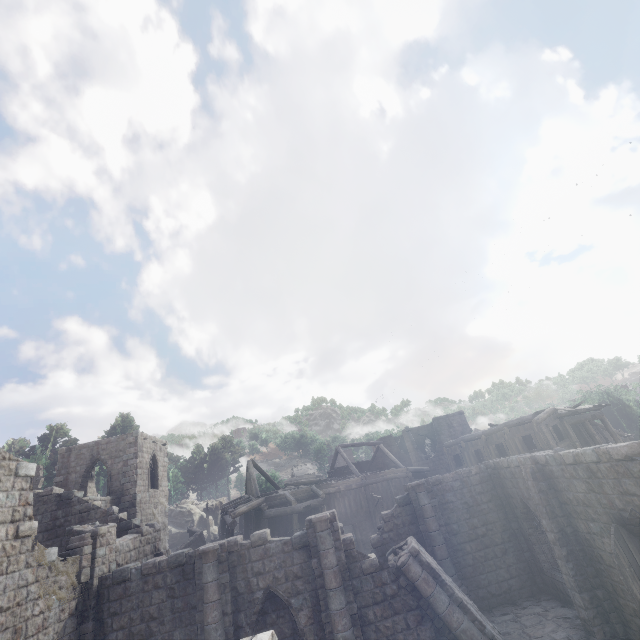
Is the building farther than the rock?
No

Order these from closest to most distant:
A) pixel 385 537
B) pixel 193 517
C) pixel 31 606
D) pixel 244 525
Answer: pixel 31 606 < pixel 385 537 < pixel 244 525 < pixel 193 517

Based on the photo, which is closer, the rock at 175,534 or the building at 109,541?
the building at 109,541

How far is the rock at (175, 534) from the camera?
40.0 meters

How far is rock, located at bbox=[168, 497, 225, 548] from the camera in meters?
40.0 m
